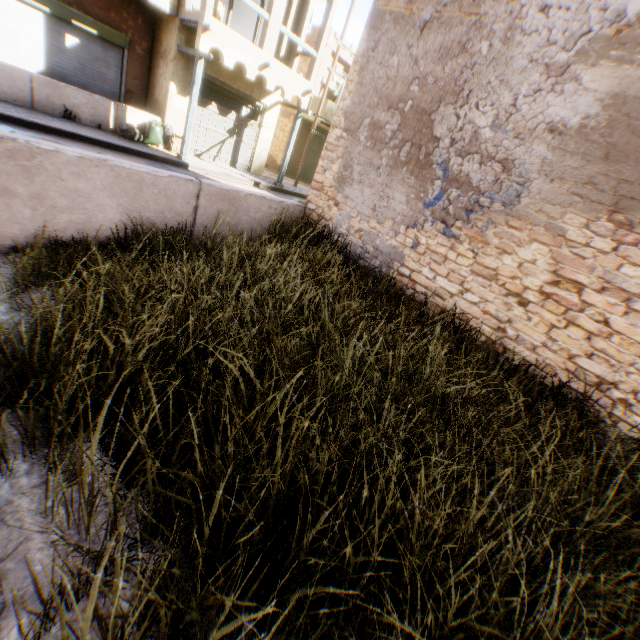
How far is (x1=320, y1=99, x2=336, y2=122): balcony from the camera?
16.91m

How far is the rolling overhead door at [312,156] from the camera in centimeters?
2073cm

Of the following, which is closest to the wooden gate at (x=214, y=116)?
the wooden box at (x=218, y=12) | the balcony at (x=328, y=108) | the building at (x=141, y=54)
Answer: the building at (x=141, y=54)

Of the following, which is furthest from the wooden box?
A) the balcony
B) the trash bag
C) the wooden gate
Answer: the balcony

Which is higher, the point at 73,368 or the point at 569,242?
the point at 569,242

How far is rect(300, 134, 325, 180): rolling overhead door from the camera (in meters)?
20.73

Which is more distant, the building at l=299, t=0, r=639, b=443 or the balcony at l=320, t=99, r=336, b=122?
the balcony at l=320, t=99, r=336, b=122

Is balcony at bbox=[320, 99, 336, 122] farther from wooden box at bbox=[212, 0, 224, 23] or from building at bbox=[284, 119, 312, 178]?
wooden box at bbox=[212, 0, 224, 23]
